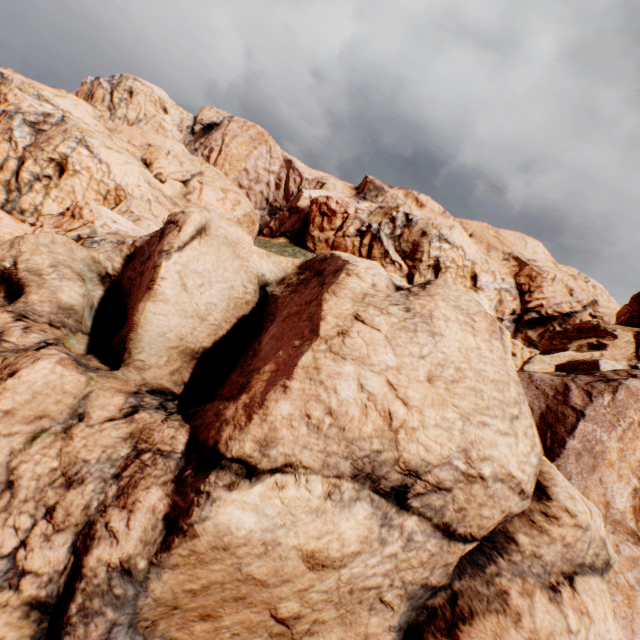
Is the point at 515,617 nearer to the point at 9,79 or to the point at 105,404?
the point at 105,404
